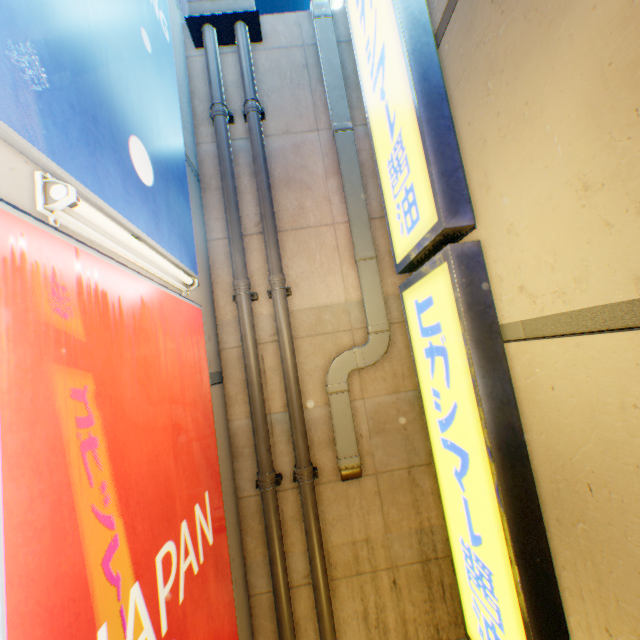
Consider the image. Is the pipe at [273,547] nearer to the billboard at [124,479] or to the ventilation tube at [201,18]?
the ventilation tube at [201,18]

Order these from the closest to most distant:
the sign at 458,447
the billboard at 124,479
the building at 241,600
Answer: the billboard at 124,479
the sign at 458,447
the building at 241,600

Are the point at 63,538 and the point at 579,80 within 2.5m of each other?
no

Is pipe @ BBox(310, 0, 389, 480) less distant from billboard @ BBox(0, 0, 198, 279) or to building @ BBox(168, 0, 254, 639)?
building @ BBox(168, 0, 254, 639)

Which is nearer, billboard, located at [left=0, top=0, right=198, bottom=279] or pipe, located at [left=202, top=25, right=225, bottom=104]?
billboard, located at [left=0, top=0, right=198, bottom=279]

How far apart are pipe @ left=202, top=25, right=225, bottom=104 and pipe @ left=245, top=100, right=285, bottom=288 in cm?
26

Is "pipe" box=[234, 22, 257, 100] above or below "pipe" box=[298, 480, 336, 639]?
above

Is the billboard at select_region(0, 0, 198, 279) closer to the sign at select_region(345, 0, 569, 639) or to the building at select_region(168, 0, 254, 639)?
the building at select_region(168, 0, 254, 639)
